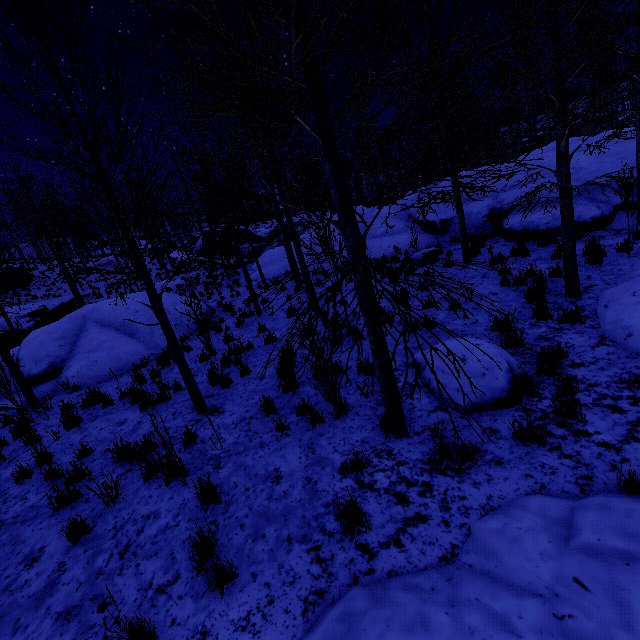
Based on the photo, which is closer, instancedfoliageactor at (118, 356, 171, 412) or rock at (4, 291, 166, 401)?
instancedfoliageactor at (118, 356, 171, 412)

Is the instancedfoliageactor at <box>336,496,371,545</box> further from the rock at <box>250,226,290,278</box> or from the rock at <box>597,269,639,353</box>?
the rock at <box>250,226,290,278</box>

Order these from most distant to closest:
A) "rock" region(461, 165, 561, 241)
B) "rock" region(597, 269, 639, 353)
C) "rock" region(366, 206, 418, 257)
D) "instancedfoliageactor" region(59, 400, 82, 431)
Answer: "rock" region(366, 206, 418, 257)
"rock" region(461, 165, 561, 241)
"instancedfoliageactor" region(59, 400, 82, 431)
"rock" region(597, 269, 639, 353)

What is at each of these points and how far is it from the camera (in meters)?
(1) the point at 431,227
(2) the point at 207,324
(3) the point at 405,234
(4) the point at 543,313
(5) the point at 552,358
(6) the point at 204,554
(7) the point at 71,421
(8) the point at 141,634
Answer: (1) rock, 14.67
(2) instancedfoliageactor, 9.41
(3) rock, 15.05
(4) instancedfoliageactor, 6.27
(5) instancedfoliageactor, 4.80
(6) instancedfoliageactor, 3.40
(7) instancedfoliageactor, 6.88
(8) instancedfoliageactor, 2.82

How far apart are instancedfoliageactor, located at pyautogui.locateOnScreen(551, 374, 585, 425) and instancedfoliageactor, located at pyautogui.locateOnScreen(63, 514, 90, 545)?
6.1 meters

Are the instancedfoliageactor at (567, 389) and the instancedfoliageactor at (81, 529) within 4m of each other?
no

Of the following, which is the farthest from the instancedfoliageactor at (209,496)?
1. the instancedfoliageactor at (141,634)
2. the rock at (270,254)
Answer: the rock at (270,254)

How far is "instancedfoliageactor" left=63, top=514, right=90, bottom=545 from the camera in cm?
395
